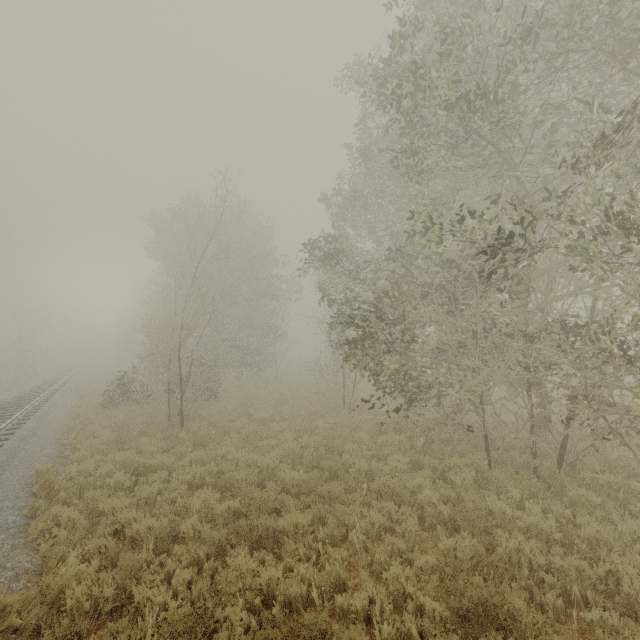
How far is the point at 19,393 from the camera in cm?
2200
